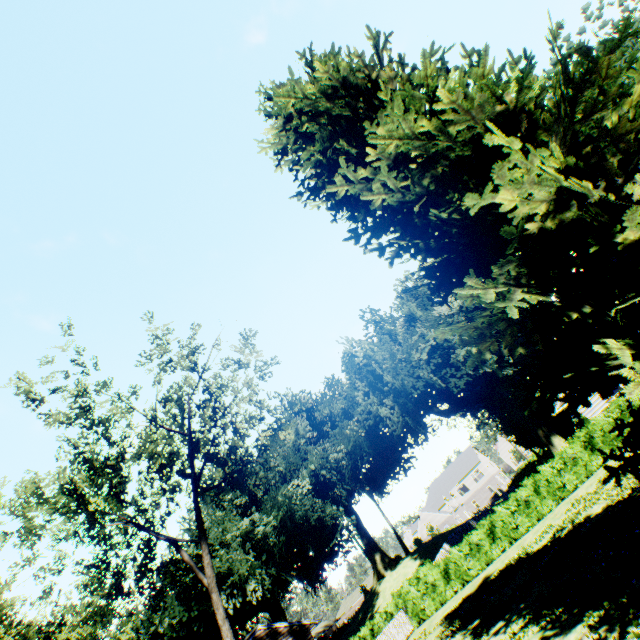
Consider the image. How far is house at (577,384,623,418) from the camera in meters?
22.2

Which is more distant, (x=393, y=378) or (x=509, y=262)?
(x=393, y=378)

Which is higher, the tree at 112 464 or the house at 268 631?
the tree at 112 464

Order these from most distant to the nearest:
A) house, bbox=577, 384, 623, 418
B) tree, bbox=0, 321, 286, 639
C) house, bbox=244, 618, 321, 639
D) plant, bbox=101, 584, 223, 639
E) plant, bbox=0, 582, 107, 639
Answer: plant, bbox=101, 584, 223, 639
plant, bbox=0, 582, 107, 639
house, bbox=244, 618, 321, 639
house, bbox=577, 384, 623, 418
tree, bbox=0, 321, 286, 639

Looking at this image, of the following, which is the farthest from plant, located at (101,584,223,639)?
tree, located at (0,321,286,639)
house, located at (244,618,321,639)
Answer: tree, located at (0,321,286,639)

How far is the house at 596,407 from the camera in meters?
22.2 m

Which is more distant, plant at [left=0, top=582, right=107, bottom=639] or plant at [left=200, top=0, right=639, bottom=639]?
plant at [left=0, top=582, right=107, bottom=639]

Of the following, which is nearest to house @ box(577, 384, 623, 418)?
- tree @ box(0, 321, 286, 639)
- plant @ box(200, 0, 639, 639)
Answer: plant @ box(200, 0, 639, 639)
